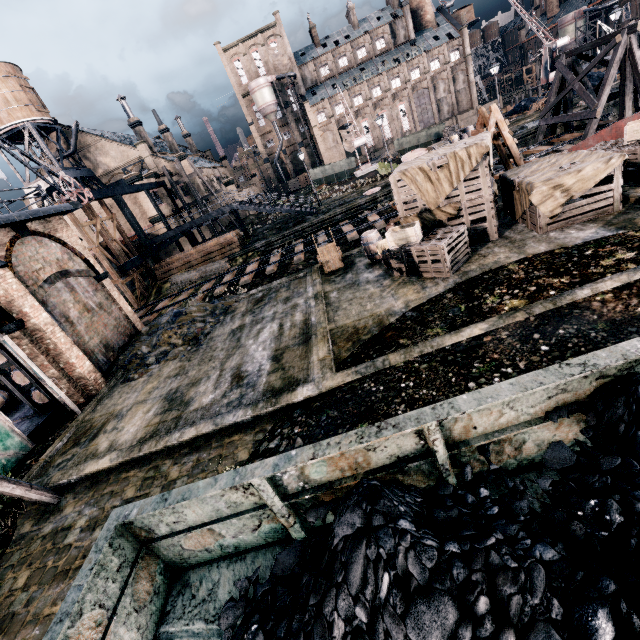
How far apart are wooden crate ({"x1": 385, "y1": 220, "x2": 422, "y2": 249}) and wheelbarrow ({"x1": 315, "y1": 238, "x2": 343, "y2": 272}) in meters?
3.7

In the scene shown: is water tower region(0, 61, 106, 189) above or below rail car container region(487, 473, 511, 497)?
above

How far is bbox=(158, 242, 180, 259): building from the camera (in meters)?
38.09

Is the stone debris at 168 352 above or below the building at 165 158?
below

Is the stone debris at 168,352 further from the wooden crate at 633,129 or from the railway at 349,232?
the wooden crate at 633,129

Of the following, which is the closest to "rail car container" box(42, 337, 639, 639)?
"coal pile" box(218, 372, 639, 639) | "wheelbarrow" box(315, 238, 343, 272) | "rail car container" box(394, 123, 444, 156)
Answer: "coal pile" box(218, 372, 639, 639)

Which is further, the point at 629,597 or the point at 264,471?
the point at 264,471

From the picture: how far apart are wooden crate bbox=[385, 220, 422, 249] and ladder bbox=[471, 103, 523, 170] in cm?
525
